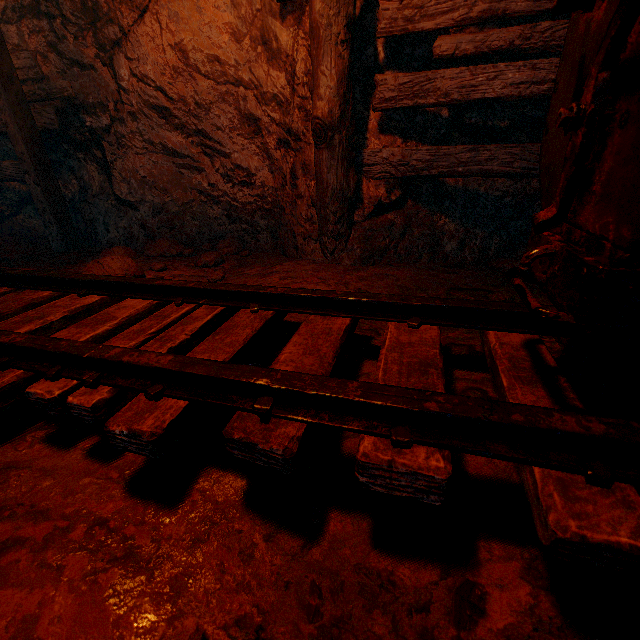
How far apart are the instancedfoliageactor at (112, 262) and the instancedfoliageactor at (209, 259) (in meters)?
1.13

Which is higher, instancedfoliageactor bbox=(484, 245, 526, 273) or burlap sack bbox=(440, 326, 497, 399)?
instancedfoliageactor bbox=(484, 245, 526, 273)

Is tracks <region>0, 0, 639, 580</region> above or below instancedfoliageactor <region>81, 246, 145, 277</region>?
above

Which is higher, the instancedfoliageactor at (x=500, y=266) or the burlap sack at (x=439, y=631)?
the instancedfoliageactor at (x=500, y=266)

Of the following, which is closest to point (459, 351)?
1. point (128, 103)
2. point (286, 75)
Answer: point (286, 75)

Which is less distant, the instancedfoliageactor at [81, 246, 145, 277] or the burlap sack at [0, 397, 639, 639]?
the burlap sack at [0, 397, 639, 639]

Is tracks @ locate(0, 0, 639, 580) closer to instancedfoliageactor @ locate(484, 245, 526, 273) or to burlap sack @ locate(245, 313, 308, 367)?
burlap sack @ locate(245, 313, 308, 367)

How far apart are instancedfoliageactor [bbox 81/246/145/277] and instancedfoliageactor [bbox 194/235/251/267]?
1.1 meters
